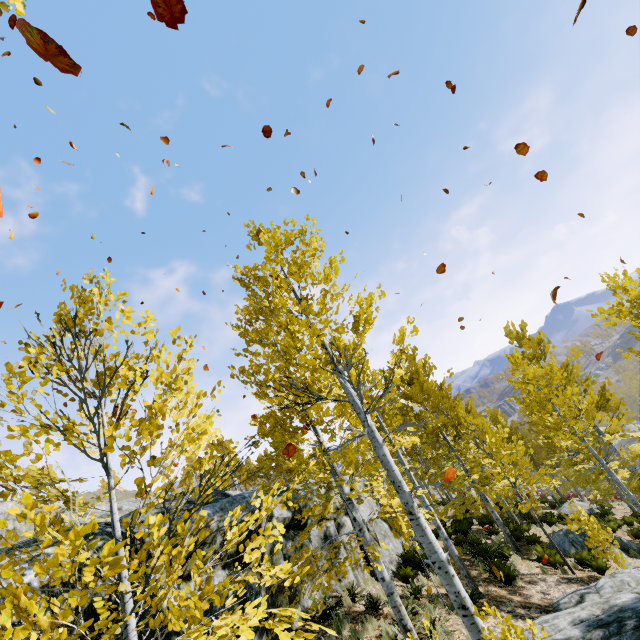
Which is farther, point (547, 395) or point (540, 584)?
point (547, 395)

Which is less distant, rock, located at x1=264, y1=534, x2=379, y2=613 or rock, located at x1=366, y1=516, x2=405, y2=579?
rock, located at x1=264, y1=534, x2=379, y2=613

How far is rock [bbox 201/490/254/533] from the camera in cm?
581

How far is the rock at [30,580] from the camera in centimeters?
344cm

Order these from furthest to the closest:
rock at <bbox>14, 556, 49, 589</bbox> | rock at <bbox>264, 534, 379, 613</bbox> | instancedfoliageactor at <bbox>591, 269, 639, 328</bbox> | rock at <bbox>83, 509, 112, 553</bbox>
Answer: instancedfoliageactor at <bbox>591, 269, 639, 328</bbox> → rock at <bbox>264, 534, 379, 613</bbox> → rock at <bbox>83, 509, 112, 553</bbox> → rock at <bbox>14, 556, 49, 589</bbox>

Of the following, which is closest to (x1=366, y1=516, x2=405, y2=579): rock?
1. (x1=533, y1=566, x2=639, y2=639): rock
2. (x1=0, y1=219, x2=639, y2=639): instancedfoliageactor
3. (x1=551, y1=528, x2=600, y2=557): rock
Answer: (x1=0, y1=219, x2=639, y2=639): instancedfoliageactor

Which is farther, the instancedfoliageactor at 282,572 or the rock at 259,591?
the rock at 259,591
